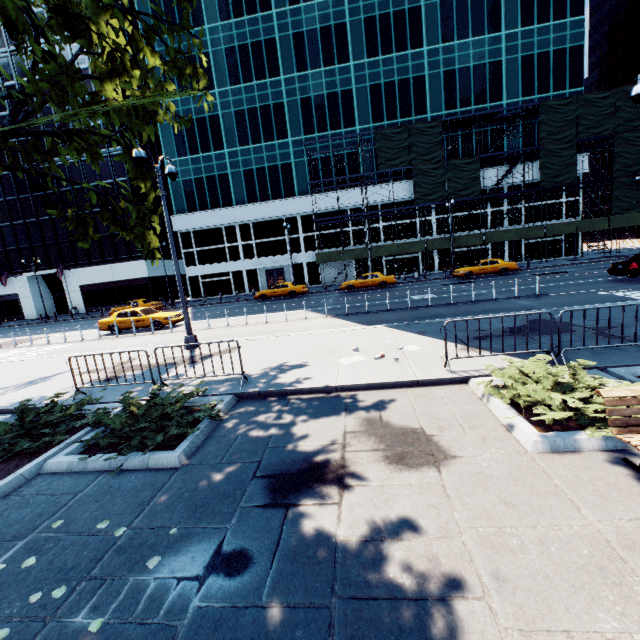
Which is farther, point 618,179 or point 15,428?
point 618,179

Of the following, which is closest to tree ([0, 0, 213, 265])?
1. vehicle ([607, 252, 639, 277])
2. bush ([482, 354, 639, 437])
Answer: bush ([482, 354, 639, 437])

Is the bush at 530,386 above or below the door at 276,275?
below

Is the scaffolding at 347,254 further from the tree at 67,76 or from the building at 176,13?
the tree at 67,76

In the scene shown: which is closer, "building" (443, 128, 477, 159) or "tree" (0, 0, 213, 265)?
"tree" (0, 0, 213, 265)

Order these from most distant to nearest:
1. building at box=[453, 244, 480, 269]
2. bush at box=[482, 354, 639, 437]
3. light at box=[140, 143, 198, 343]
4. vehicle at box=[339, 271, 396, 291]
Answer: building at box=[453, 244, 480, 269]
vehicle at box=[339, 271, 396, 291]
light at box=[140, 143, 198, 343]
bush at box=[482, 354, 639, 437]

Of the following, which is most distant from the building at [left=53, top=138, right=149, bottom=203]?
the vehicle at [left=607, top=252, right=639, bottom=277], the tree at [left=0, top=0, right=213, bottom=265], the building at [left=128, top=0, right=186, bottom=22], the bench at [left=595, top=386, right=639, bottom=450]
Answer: the bench at [left=595, top=386, right=639, bottom=450]

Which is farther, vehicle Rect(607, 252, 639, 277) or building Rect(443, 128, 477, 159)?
building Rect(443, 128, 477, 159)
